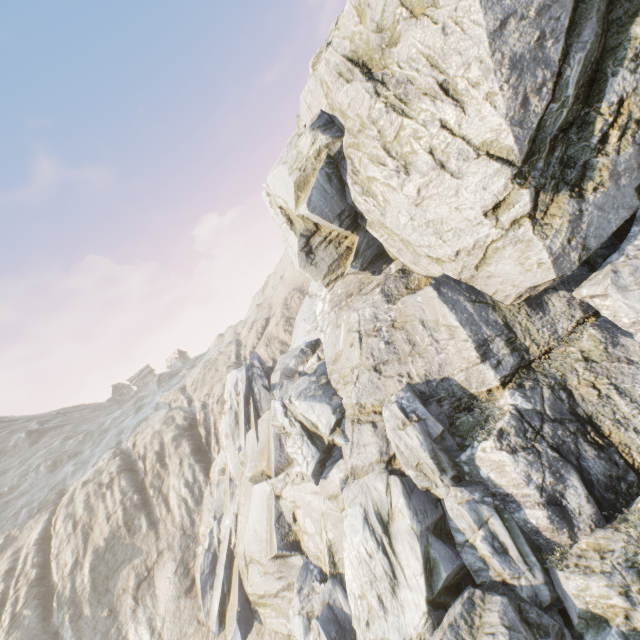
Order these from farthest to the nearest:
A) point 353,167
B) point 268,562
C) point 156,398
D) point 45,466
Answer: point 156,398
point 45,466
point 268,562
point 353,167
